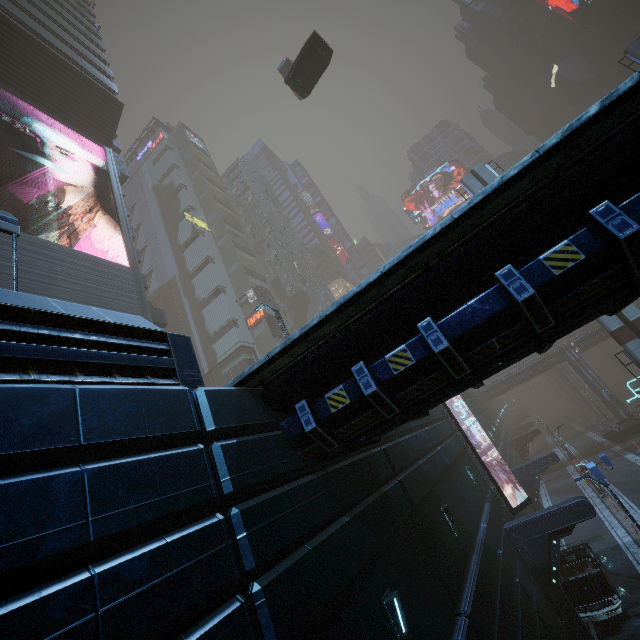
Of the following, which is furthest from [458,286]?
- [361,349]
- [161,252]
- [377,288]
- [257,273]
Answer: [161,252]

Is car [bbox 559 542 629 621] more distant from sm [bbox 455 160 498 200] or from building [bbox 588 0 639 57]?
sm [bbox 455 160 498 200]

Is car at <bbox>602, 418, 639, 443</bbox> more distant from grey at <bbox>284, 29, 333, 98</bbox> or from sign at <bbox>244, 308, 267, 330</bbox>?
grey at <bbox>284, 29, 333, 98</bbox>

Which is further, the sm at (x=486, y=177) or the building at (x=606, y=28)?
the building at (x=606, y=28)

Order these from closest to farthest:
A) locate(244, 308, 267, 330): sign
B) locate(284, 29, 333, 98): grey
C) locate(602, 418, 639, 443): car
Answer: locate(284, 29, 333, 98): grey < locate(602, 418, 639, 443): car < locate(244, 308, 267, 330): sign

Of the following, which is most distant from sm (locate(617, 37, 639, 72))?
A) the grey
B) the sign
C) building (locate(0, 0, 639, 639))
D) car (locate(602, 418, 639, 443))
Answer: the sign

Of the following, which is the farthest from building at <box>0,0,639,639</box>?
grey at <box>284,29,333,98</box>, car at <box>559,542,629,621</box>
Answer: grey at <box>284,29,333,98</box>
